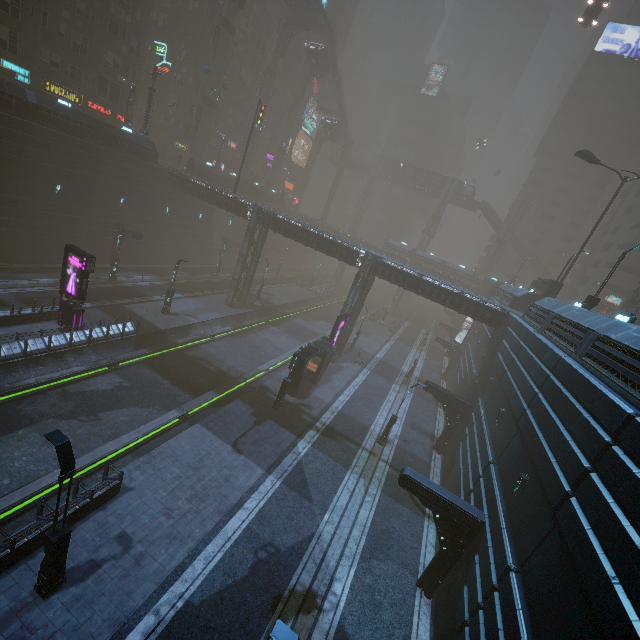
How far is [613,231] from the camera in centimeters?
5331cm

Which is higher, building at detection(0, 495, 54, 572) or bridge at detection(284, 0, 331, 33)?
bridge at detection(284, 0, 331, 33)

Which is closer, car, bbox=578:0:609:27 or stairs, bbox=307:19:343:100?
car, bbox=578:0:609:27

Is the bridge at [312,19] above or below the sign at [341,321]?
above

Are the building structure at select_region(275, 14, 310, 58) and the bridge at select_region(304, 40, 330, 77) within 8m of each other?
yes

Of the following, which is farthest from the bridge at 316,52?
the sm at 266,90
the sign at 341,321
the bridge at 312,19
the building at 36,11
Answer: the sign at 341,321

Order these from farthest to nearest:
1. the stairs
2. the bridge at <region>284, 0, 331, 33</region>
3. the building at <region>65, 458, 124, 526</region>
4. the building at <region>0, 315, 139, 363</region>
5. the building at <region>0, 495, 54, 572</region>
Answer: the stairs < the bridge at <region>284, 0, 331, 33</region> < the building at <region>0, 315, 139, 363</region> < the building at <region>65, 458, 124, 526</region> < the building at <region>0, 495, 54, 572</region>

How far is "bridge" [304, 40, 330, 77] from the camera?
51.0 meters
